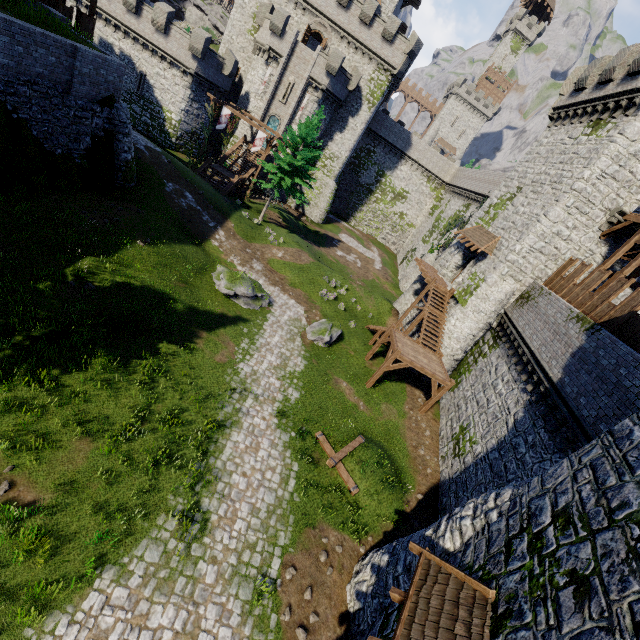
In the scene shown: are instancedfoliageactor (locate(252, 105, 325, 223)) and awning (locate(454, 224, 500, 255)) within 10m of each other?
no

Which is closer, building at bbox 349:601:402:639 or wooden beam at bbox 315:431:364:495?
building at bbox 349:601:402:639

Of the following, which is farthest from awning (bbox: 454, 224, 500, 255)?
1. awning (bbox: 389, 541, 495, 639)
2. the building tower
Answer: the building tower

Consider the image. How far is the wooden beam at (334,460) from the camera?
13.3m

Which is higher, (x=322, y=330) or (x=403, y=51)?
(x=403, y=51)

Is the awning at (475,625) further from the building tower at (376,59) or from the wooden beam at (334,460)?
the building tower at (376,59)

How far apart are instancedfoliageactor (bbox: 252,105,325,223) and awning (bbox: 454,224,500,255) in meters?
15.4

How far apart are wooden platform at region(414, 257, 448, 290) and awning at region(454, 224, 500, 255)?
3.1 meters
